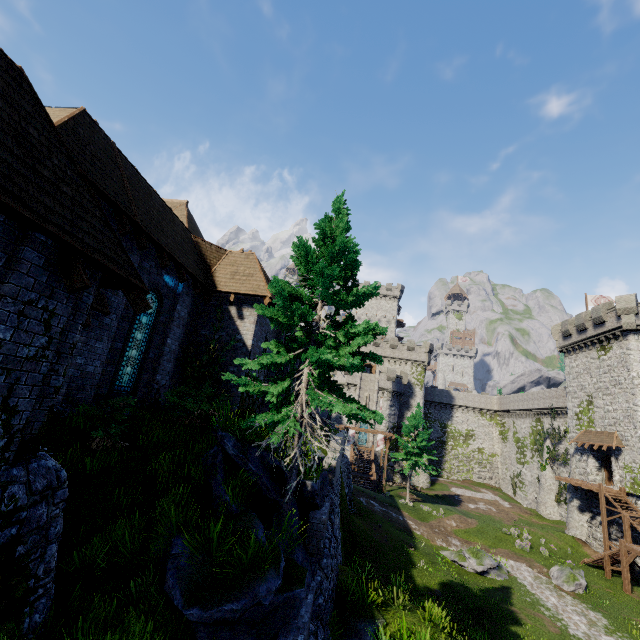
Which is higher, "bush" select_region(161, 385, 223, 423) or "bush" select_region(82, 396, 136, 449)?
"bush" select_region(161, 385, 223, 423)

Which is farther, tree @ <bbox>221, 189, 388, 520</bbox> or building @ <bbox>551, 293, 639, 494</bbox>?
building @ <bbox>551, 293, 639, 494</bbox>

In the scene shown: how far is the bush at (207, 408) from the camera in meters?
10.5

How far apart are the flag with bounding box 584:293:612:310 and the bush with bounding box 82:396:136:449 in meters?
46.4

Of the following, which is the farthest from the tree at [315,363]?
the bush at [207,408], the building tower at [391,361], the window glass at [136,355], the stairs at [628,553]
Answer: the building tower at [391,361]

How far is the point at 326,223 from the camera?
11.23m

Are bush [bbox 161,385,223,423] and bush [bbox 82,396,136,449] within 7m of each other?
yes

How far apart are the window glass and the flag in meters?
45.3
